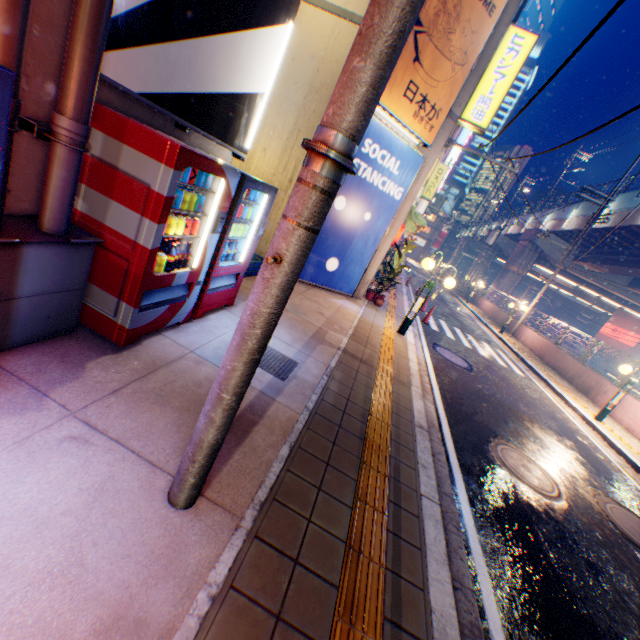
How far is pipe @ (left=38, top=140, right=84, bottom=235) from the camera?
2.44m

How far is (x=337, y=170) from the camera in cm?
146

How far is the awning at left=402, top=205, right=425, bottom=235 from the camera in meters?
11.4

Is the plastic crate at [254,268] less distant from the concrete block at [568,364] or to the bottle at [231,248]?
the bottle at [231,248]

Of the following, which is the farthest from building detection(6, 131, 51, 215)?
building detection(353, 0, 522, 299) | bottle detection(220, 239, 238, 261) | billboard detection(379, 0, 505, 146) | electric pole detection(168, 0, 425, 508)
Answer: building detection(353, 0, 522, 299)

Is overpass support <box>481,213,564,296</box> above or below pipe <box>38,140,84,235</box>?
above

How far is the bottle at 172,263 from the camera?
3.44m

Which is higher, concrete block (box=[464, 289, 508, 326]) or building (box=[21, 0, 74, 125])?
building (box=[21, 0, 74, 125])
